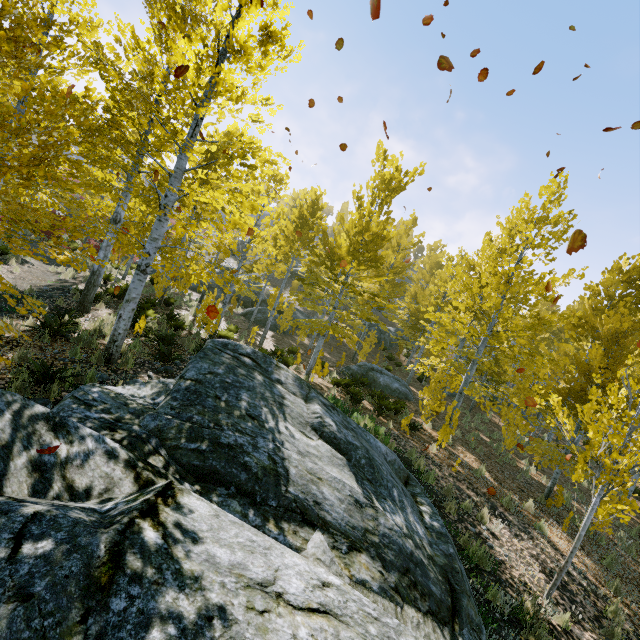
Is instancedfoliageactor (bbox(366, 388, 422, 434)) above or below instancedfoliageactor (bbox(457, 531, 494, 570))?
above

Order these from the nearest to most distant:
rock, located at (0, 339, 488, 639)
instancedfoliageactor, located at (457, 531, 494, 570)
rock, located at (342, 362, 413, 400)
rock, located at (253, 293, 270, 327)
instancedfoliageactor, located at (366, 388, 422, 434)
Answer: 1. rock, located at (0, 339, 488, 639)
2. instancedfoliageactor, located at (457, 531, 494, 570)
3. instancedfoliageactor, located at (366, 388, 422, 434)
4. rock, located at (342, 362, 413, 400)
5. rock, located at (253, 293, 270, 327)

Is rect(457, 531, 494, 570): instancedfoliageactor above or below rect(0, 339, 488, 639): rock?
below

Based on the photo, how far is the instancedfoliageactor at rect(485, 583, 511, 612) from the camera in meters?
4.8

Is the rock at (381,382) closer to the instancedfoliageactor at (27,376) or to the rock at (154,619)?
the instancedfoliageactor at (27,376)

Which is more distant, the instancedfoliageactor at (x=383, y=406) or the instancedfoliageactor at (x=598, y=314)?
the instancedfoliageactor at (x=383, y=406)

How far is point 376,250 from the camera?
11.2m
